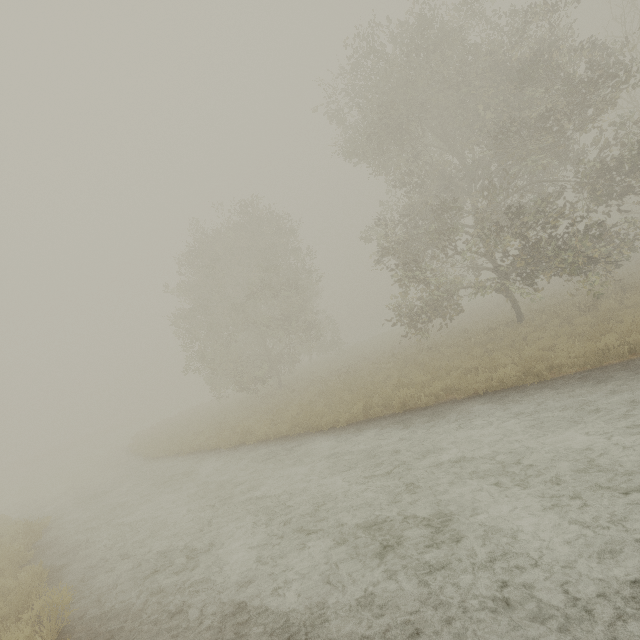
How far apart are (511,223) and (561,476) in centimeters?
1115cm

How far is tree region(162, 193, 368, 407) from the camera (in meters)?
21.67

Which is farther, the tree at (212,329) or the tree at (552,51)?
the tree at (212,329)

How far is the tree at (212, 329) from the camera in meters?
21.7 m

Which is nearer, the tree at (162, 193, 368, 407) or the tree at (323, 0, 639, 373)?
the tree at (323, 0, 639, 373)
